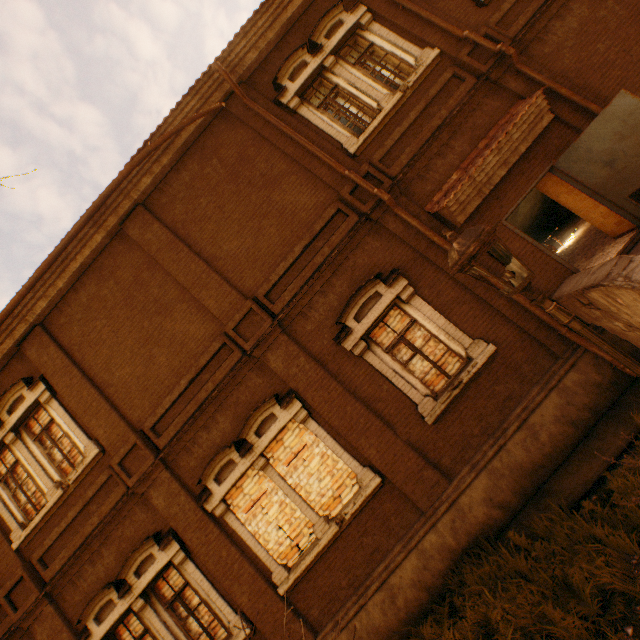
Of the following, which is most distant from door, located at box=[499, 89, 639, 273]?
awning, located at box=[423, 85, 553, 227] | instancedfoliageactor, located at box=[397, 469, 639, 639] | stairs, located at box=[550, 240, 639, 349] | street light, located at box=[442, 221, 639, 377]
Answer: street light, located at box=[442, 221, 639, 377]

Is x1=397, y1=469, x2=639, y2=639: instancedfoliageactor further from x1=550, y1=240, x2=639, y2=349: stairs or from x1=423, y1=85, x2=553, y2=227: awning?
x1=423, y1=85, x2=553, y2=227: awning

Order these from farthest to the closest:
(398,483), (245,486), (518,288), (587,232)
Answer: (587,232) → (245,486) → (398,483) → (518,288)

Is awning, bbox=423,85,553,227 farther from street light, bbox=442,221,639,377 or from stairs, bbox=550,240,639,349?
street light, bbox=442,221,639,377

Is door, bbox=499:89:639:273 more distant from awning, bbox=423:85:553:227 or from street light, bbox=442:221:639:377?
street light, bbox=442:221:639:377

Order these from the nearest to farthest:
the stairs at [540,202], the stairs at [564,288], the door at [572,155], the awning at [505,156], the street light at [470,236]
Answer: the street light at [470,236], the stairs at [564,288], the door at [572,155], the awning at [505,156], the stairs at [540,202]

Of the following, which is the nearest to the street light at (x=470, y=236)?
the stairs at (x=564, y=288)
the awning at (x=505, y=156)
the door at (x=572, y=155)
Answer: the stairs at (x=564, y=288)

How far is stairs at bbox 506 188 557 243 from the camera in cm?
1206
